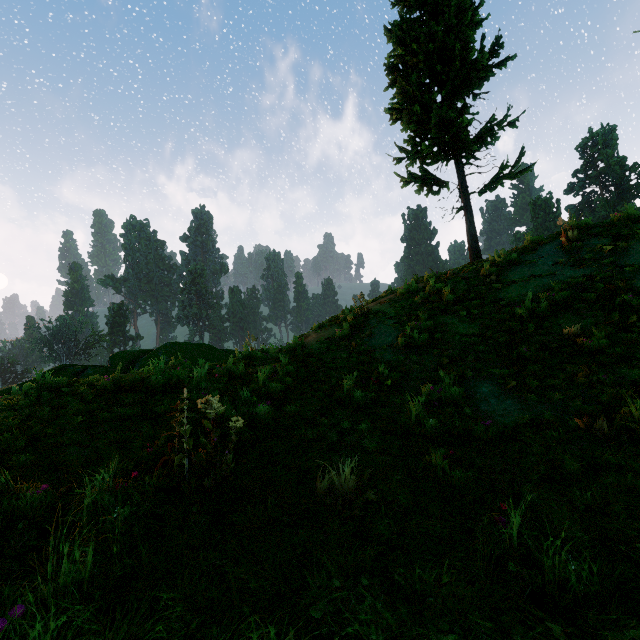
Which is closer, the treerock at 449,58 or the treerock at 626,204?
the treerock at 626,204

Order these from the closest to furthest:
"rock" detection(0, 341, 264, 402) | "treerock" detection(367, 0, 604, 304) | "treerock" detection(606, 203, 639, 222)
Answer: "rock" detection(0, 341, 264, 402), "treerock" detection(606, 203, 639, 222), "treerock" detection(367, 0, 604, 304)

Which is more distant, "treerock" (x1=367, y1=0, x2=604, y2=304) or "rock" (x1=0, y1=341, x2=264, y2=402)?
"treerock" (x1=367, y1=0, x2=604, y2=304)

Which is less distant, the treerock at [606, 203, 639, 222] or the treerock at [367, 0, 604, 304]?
the treerock at [606, 203, 639, 222]

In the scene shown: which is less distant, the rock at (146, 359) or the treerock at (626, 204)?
the rock at (146, 359)

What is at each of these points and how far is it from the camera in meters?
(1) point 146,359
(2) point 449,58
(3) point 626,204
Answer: (1) rock, 10.8
(2) treerock, 12.9
(3) treerock, 9.5

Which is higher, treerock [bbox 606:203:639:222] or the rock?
treerock [bbox 606:203:639:222]
